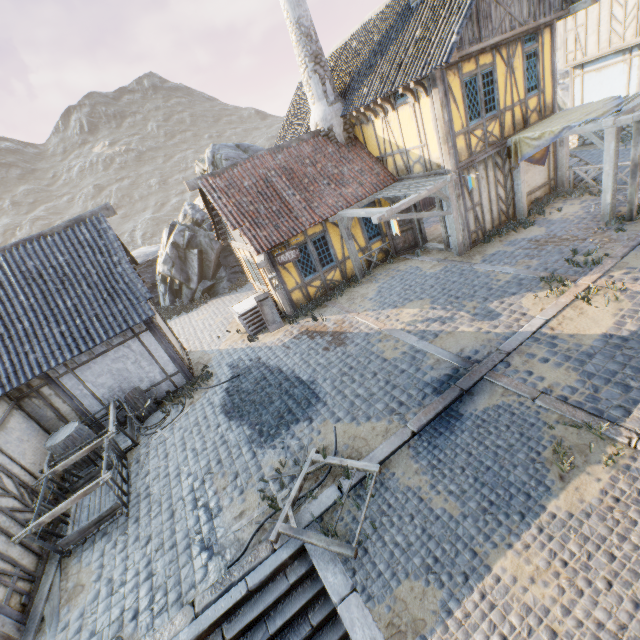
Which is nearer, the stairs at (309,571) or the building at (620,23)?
the stairs at (309,571)

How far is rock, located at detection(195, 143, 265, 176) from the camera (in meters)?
18.49

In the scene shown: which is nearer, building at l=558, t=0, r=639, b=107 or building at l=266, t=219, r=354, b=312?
building at l=266, t=219, r=354, b=312

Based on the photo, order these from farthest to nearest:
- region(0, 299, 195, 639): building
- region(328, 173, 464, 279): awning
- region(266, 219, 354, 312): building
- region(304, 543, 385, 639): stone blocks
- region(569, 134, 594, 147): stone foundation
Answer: region(569, 134, 594, 147): stone foundation
region(266, 219, 354, 312): building
region(328, 173, 464, 279): awning
region(0, 299, 195, 639): building
region(304, 543, 385, 639): stone blocks

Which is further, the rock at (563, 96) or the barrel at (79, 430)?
the rock at (563, 96)

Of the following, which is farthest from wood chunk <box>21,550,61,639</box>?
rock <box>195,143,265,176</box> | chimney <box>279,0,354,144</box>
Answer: chimney <box>279,0,354,144</box>

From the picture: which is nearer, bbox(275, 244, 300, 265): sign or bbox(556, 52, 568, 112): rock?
bbox(275, 244, 300, 265): sign

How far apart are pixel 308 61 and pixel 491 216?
9.2 meters
